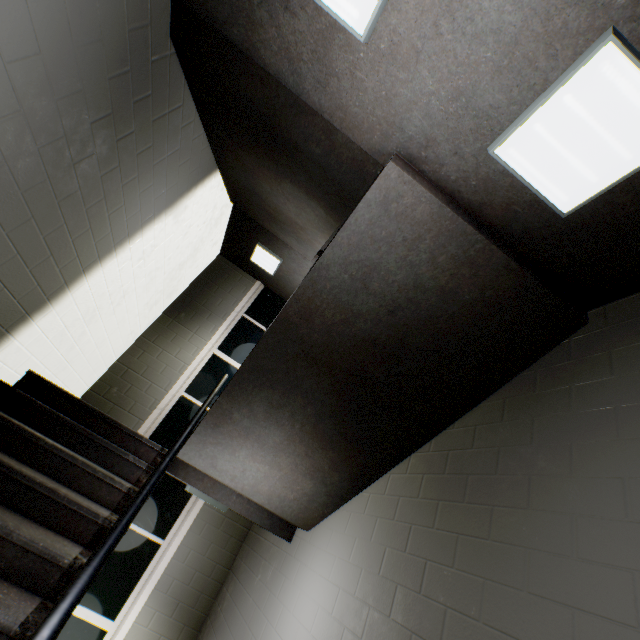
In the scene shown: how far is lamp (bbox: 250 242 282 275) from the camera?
5.47m

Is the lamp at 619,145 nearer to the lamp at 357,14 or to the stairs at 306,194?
the stairs at 306,194

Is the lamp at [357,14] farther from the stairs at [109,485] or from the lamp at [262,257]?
the lamp at [262,257]

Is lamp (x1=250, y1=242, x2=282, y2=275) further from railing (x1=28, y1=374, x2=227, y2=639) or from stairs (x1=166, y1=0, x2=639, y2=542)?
railing (x1=28, y1=374, x2=227, y2=639)

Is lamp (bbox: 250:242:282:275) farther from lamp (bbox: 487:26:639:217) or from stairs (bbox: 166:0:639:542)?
lamp (bbox: 487:26:639:217)

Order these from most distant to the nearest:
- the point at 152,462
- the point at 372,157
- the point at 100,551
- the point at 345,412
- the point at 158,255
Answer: the point at 158,255, the point at 152,462, the point at 345,412, the point at 372,157, the point at 100,551

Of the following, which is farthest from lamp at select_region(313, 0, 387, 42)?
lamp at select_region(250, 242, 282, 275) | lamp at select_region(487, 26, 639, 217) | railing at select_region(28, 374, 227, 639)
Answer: lamp at select_region(250, 242, 282, 275)
